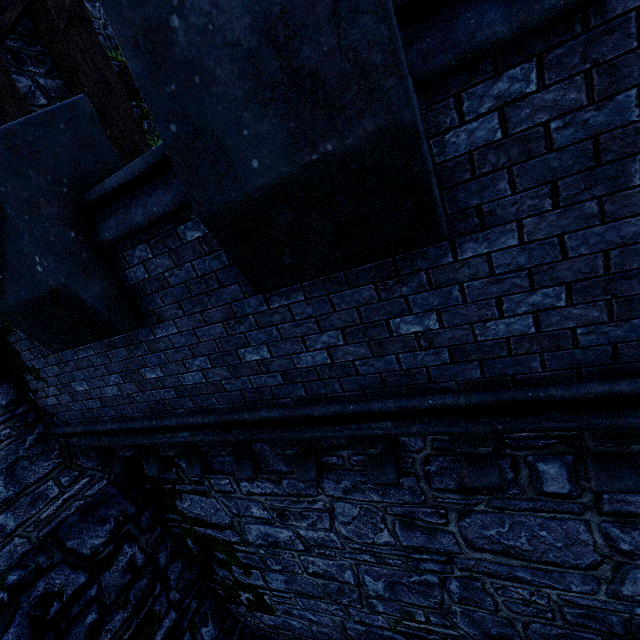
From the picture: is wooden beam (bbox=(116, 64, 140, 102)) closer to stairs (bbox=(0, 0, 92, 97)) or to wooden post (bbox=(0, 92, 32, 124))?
stairs (bbox=(0, 0, 92, 97))

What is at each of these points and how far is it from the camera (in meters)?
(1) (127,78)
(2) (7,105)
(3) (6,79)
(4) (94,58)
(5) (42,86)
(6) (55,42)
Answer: (1) wooden beam, 5.80
(2) wooden post, 5.07
(3) stairs, 5.03
(4) wooden post, 4.30
(5) building, 6.04
(6) stairs, 5.89

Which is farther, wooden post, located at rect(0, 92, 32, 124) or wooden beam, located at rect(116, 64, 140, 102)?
wooden beam, located at rect(116, 64, 140, 102)

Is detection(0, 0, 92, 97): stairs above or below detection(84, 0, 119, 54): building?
below

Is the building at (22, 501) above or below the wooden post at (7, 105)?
below

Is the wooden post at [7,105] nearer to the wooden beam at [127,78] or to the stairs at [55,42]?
the stairs at [55,42]

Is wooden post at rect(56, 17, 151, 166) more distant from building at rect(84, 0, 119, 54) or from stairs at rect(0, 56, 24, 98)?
building at rect(84, 0, 119, 54)

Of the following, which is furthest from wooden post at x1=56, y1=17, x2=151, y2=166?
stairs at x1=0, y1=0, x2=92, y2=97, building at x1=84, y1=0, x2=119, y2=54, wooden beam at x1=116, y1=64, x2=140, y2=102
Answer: building at x1=84, y1=0, x2=119, y2=54
